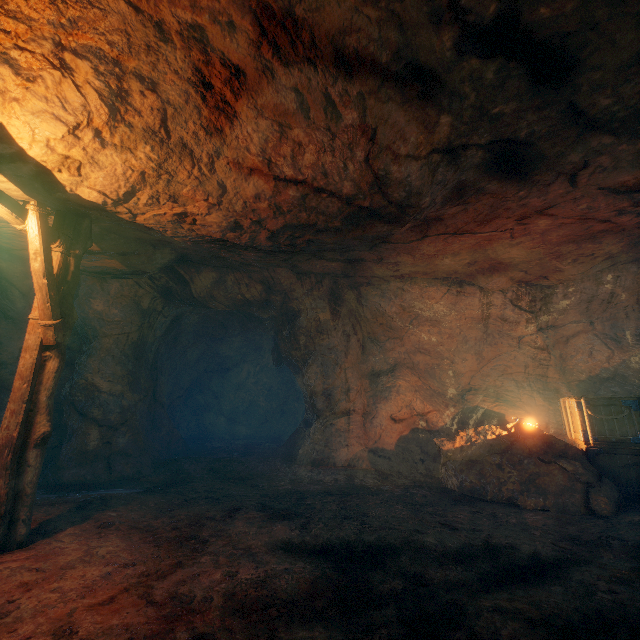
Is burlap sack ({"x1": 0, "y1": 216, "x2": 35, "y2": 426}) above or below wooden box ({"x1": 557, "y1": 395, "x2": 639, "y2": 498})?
above

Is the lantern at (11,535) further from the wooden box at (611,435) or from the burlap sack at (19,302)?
the wooden box at (611,435)

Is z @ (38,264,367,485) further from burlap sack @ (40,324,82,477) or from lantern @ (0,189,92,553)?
lantern @ (0,189,92,553)

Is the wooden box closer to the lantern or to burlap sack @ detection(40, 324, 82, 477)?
burlap sack @ detection(40, 324, 82, 477)

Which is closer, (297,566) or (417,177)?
(297,566)

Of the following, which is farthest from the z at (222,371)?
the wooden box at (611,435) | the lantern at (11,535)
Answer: the wooden box at (611,435)

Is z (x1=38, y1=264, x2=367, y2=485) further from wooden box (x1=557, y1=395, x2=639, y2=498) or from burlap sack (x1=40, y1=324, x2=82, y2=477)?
Answer: wooden box (x1=557, y1=395, x2=639, y2=498)

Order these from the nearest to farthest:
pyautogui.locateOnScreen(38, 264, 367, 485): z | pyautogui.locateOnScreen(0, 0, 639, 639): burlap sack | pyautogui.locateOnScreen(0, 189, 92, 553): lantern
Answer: pyautogui.locateOnScreen(0, 0, 639, 639): burlap sack, pyautogui.locateOnScreen(0, 189, 92, 553): lantern, pyautogui.locateOnScreen(38, 264, 367, 485): z
